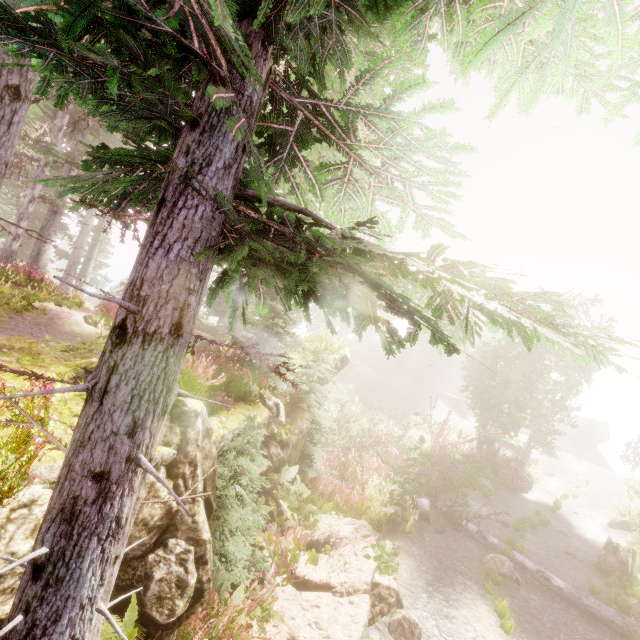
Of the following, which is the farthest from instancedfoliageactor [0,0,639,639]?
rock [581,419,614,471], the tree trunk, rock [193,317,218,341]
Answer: the tree trunk

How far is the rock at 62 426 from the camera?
3.8 meters

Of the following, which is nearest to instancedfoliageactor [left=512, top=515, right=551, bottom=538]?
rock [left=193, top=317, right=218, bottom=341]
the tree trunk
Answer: rock [left=193, top=317, right=218, bottom=341]

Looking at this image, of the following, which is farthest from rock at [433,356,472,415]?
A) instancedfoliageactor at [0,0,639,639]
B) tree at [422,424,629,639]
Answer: tree at [422,424,629,639]

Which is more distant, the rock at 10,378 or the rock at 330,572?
the rock at 330,572

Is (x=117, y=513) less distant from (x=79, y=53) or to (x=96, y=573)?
(x=96, y=573)

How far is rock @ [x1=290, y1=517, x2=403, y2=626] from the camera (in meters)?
7.05

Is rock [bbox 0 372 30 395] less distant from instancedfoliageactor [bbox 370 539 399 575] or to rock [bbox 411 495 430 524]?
instancedfoliageactor [bbox 370 539 399 575]
